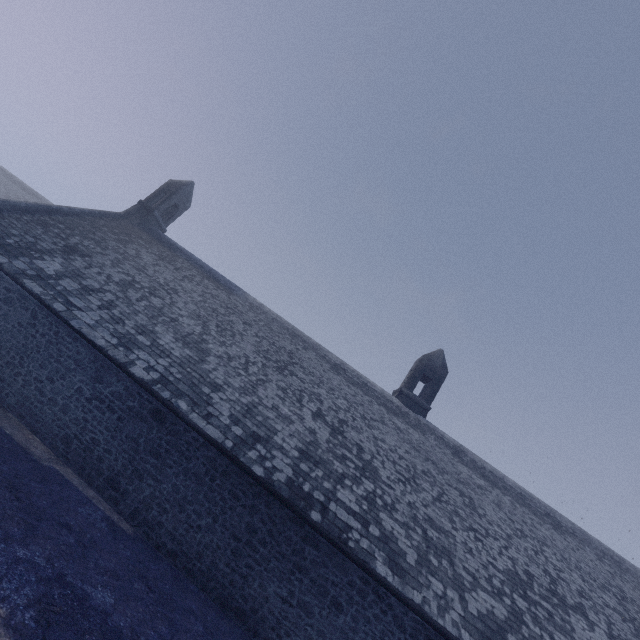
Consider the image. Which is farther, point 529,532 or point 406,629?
point 529,532
